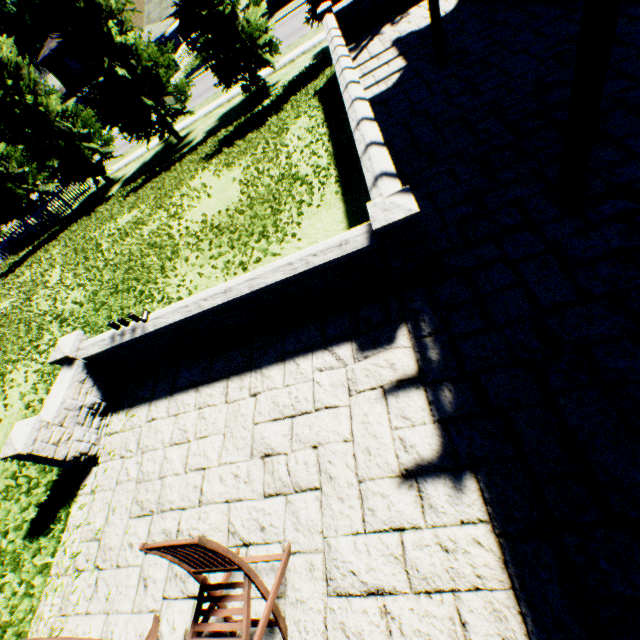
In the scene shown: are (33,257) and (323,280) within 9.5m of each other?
no

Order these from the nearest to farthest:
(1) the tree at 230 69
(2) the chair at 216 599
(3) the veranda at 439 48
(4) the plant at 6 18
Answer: (2) the chair at 216 599 < (3) the veranda at 439 48 < (1) the tree at 230 69 < (4) the plant at 6 18

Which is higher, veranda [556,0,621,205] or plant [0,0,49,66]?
plant [0,0,49,66]

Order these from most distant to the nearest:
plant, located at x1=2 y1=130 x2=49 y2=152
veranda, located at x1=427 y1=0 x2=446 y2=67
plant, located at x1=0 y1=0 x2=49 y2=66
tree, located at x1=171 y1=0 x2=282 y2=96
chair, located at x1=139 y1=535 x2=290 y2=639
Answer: plant, located at x1=0 y1=0 x2=49 y2=66 < plant, located at x1=2 y1=130 x2=49 y2=152 < tree, located at x1=171 y1=0 x2=282 y2=96 < veranda, located at x1=427 y1=0 x2=446 y2=67 < chair, located at x1=139 y1=535 x2=290 y2=639

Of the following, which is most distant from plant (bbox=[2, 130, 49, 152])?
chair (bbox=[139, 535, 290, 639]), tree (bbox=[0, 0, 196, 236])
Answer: chair (bbox=[139, 535, 290, 639])

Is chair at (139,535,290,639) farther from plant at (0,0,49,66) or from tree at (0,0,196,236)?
plant at (0,0,49,66)

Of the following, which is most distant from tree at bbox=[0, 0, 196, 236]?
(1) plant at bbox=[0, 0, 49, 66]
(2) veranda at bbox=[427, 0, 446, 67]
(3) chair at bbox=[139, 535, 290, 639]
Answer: (3) chair at bbox=[139, 535, 290, 639]

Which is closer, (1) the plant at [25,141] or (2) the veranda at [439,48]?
(2) the veranda at [439,48]
